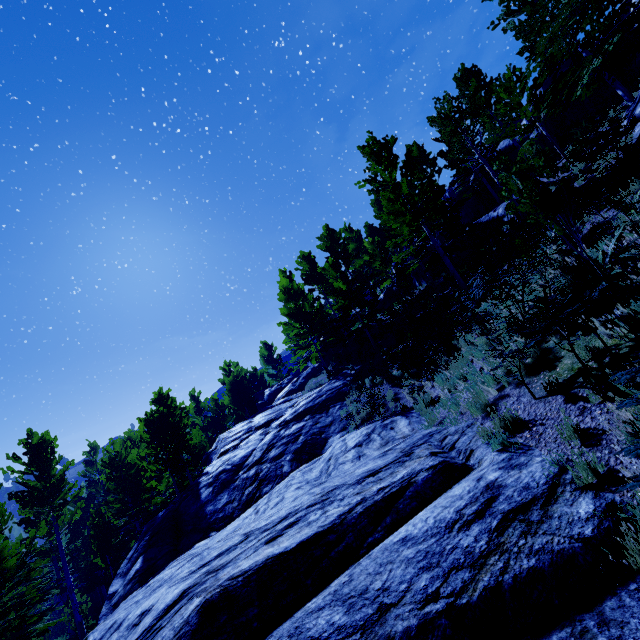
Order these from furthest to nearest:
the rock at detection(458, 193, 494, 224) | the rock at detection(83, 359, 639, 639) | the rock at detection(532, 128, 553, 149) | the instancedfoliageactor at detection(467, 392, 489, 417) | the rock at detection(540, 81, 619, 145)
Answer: the rock at detection(458, 193, 494, 224)
the rock at detection(532, 128, 553, 149)
the rock at detection(540, 81, 619, 145)
the instancedfoliageactor at detection(467, 392, 489, 417)
the rock at detection(83, 359, 639, 639)

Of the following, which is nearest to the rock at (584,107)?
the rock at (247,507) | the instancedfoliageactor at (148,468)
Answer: the instancedfoliageactor at (148,468)

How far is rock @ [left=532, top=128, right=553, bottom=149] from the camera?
21.0m

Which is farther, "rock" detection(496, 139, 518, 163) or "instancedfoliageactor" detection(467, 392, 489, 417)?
"rock" detection(496, 139, 518, 163)

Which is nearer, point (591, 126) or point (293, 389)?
point (591, 126)

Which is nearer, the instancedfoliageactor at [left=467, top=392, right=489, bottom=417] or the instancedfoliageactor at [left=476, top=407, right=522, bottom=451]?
the instancedfoliageactor at [left=476, top=407, right=522, bottom=451]

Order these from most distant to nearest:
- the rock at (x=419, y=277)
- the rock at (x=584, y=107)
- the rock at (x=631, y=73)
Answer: the rock at (x=419, y=277), the rock at (x=584, y=107), the rock at (x=631, y=73)
